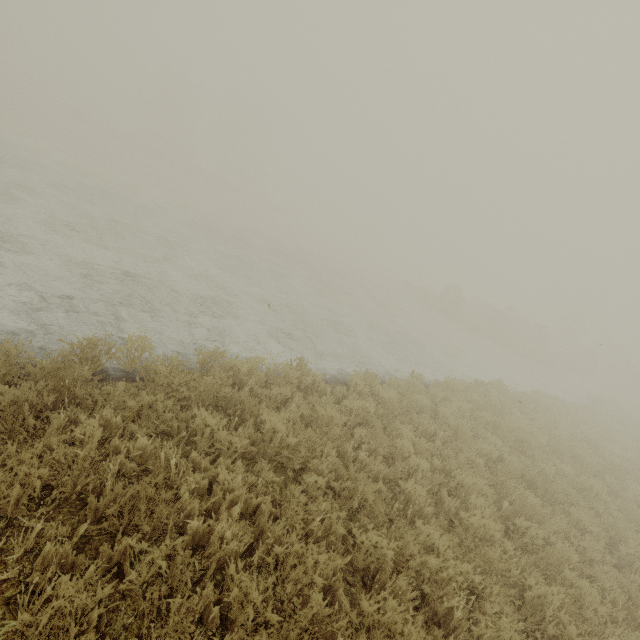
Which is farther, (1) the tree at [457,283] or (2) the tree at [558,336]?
(2) the tree at [558,336]

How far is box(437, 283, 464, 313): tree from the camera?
32.56m

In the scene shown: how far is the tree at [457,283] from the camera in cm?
3256

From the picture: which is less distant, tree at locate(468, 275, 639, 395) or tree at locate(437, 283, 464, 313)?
tree at locate(437, 283, 464, 313)

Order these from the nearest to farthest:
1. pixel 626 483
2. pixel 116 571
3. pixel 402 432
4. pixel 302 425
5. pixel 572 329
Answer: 1. pixel 116 571
2. pixel 302 425
3. pixel 402 432
4. pixel 626 483
5. pixel 572 329
